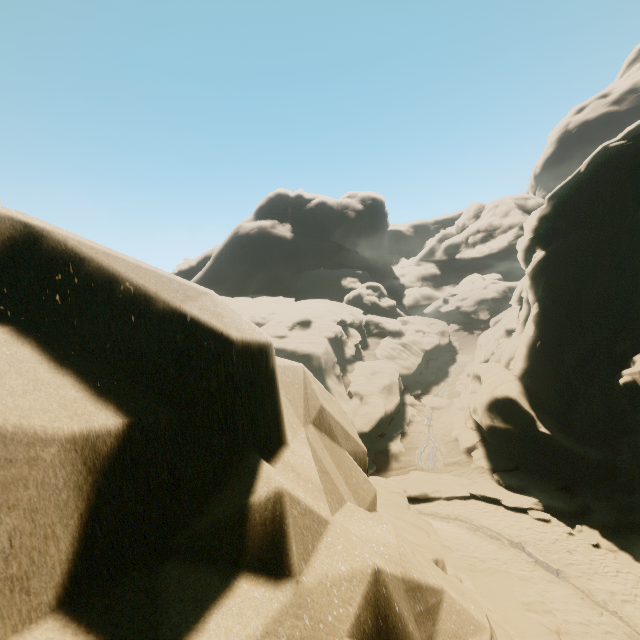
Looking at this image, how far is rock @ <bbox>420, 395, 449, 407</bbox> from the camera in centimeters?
3316cm

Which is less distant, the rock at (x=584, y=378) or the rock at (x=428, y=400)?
the rock at (x=584, y=378)

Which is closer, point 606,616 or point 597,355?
point 606,616

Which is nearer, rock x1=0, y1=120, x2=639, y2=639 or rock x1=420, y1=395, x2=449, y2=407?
rock x1=0, y1=120, x2=639, y2=639

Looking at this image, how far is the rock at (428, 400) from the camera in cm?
3316
